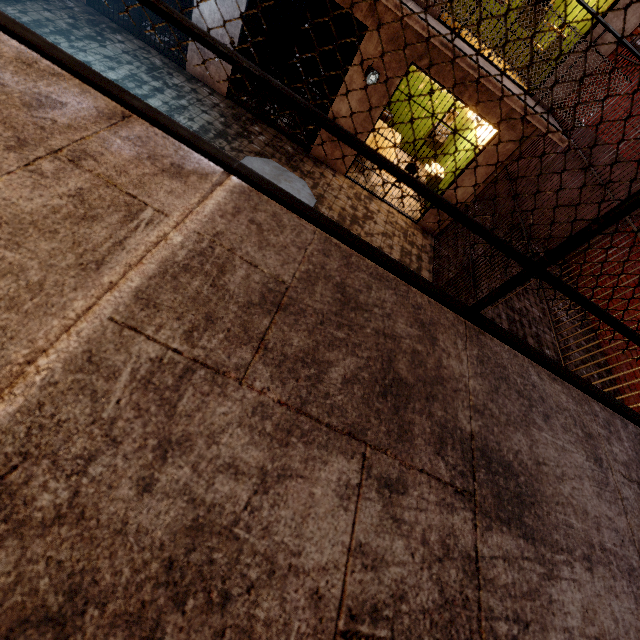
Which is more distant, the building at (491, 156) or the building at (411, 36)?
the building at (491, 156)

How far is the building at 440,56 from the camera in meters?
5.4

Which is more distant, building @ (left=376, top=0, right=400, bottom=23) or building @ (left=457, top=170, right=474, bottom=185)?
building @ (left=457, top=170, right=474, bottom=185)

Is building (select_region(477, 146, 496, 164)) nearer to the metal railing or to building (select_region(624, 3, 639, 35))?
building (select_region(624, 3, 639, 35))

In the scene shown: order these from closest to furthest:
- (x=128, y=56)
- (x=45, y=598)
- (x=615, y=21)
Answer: (x=45, y=598), (x=615, y=21), (x=128, y=56)

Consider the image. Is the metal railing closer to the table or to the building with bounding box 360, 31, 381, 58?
the building with bounding box 360, 31, 381, 58

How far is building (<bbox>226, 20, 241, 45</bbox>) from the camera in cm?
589
